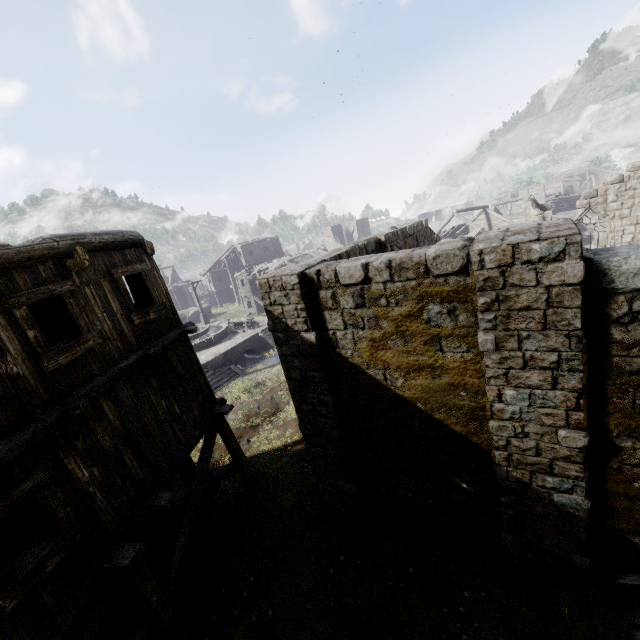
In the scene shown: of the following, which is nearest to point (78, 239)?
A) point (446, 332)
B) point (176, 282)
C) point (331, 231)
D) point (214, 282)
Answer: point (446, 332)

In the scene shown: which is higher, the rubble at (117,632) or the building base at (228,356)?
the building base at (228,356)

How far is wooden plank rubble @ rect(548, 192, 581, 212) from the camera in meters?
41.1 m

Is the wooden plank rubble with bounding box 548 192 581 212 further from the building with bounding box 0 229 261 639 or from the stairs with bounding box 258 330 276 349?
the stairs with bounding box 258 330 276 349

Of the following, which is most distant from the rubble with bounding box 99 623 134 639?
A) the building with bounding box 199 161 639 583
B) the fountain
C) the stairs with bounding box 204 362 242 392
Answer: the fountain

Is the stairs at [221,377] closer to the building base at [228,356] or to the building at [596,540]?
the building base at [228,356]

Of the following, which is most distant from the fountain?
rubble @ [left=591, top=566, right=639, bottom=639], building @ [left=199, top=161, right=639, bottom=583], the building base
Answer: rubble @ [left=591, top=566, right=639, bottom=639]

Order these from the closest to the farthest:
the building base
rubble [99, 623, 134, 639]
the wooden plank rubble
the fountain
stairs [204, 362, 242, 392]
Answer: rubble [99, 623, 134, 639], stairs [204, 362, 242, 392], the building base, the fountain, the wooden plank rubble
